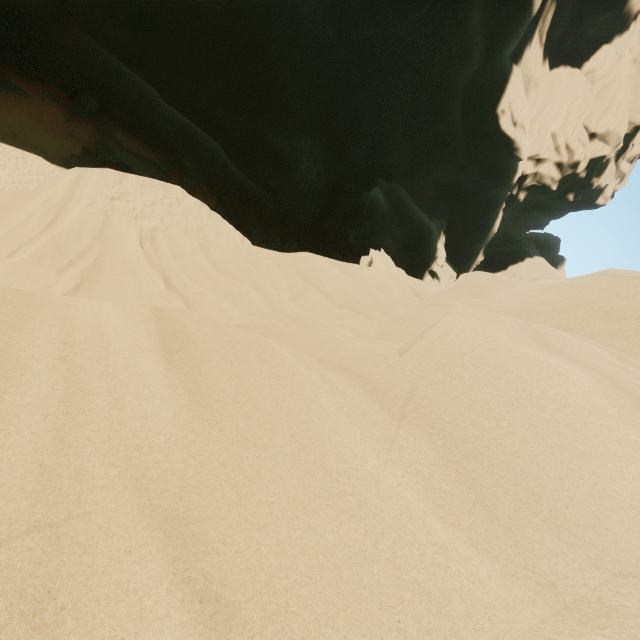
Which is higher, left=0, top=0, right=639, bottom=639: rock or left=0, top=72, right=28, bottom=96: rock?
left=0, top=0, right=639, bottom=639: rock

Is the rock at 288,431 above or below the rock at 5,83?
above

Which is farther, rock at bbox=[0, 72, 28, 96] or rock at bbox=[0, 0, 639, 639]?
rock at bbox=[0, 72, 28, 96]

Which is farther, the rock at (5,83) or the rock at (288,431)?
the rock at (5,83)

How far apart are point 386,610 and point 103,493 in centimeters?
146cm
